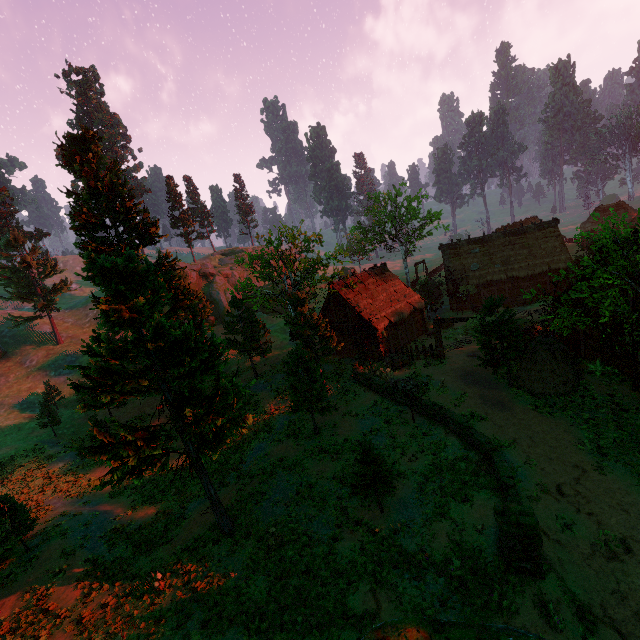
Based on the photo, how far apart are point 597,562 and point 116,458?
18.19m

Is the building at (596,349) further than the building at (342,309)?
No

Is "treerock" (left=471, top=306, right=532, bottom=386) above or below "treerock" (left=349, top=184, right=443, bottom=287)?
below

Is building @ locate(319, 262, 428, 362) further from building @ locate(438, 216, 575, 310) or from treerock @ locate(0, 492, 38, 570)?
building @ locate(438, 216, 575, 310)

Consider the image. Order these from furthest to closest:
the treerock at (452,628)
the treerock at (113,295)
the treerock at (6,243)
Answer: the treerock at (6,243), the treerock at (113,295), the treerock at (452,628)

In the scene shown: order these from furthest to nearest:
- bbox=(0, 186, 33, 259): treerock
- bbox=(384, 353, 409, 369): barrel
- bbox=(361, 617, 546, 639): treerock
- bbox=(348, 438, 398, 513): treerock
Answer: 1. bbox=(0, 186, 33, 259): treerock
2. bbox=(384, 353, 409, 369): barrel
3. bbox=(348, 438, 398, 513): treerock
4. bbox=(361, 617, 546, 639): treerock

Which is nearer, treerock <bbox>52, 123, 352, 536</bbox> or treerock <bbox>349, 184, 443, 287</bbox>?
treerock <bbox>52, 123, 352, 536</bbox>

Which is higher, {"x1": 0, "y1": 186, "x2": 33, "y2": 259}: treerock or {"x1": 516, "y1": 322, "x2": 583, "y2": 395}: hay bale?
{"x1": 0, "y1": 186, "x2": 33, "y2": 259}: treerock
